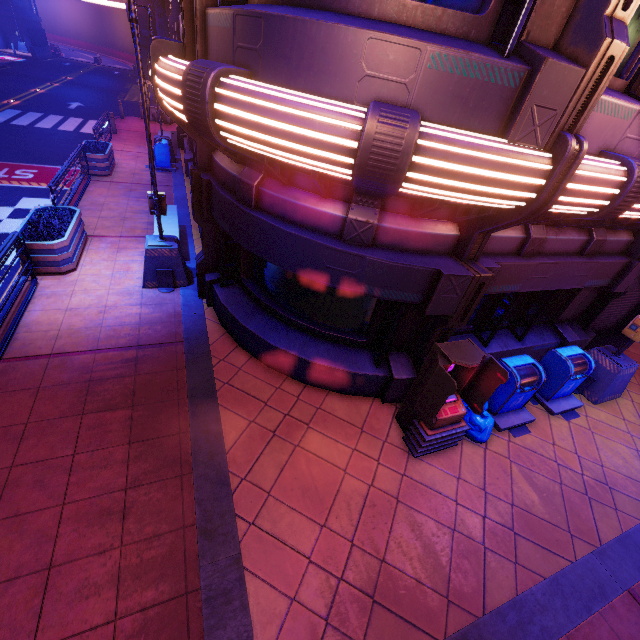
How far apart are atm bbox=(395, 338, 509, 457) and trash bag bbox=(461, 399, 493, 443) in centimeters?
12cm

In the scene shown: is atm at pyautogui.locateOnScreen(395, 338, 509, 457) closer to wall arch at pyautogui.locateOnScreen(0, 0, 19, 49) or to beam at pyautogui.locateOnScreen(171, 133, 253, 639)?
beam at pyautogui.locateOnScreen(171, 133, 253, 639)

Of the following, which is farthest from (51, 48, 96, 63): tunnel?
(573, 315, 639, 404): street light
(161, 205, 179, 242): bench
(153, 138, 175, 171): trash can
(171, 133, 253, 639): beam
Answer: (573, 315, 639, 404): street light

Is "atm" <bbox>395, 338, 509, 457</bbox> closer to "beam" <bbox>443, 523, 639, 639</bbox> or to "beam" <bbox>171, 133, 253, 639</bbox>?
"beam" <bbox>443, 523, 639, 639</bbox>

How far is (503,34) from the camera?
3.48m

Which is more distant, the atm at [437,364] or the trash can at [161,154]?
the trash can at [161,154]

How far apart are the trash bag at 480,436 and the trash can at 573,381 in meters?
0.0 m

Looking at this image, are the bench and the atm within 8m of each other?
yes
